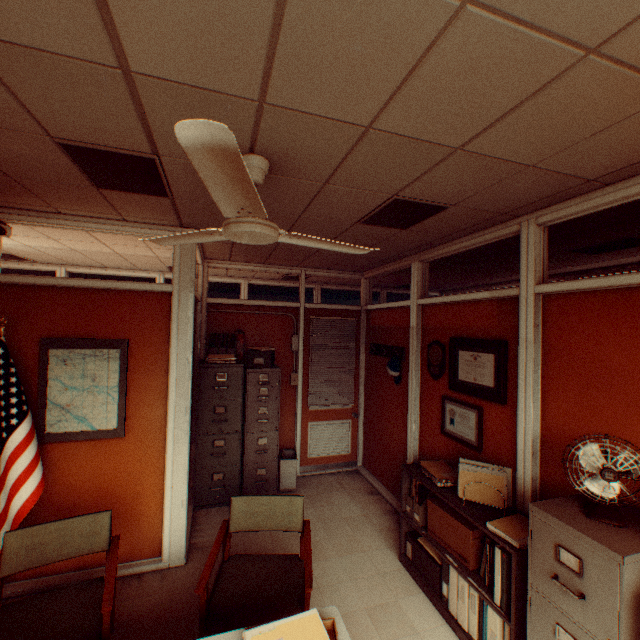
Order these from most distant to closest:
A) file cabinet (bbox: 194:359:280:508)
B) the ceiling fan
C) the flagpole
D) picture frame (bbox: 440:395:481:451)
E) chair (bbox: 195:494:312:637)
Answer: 1. file cabinet (bbox: 194:359:280:508)
2. picture frame (bbox: 440:395:481:451)
3. the flagpole
4. chair (bbox: 195:494:312:637)
5. the ceiling fan

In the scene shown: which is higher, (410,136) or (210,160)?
(410,136)

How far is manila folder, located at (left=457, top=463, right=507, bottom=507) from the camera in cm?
268

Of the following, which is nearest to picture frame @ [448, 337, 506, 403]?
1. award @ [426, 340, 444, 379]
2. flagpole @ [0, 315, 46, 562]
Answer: award @ [426, 340, 444, 379]

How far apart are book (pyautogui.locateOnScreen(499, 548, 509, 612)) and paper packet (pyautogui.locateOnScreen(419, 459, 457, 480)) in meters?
0.5

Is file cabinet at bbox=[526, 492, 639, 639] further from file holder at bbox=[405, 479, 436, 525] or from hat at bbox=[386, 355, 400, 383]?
hat at bbox=[386, 355, 400, 383]

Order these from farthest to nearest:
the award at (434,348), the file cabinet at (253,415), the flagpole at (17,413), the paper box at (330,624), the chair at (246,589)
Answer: the file cabinet at (253,415), the award at (434,348), the flagpole at (17,413), the chair at (246,589), the paper box at (330,624)

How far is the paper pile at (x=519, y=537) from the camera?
2.25m
